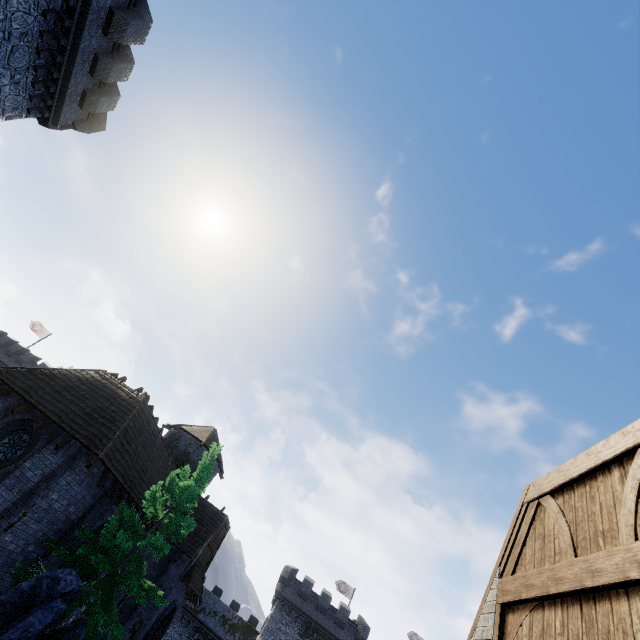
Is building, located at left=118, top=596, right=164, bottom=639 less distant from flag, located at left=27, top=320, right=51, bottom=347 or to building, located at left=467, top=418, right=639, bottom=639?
building, located at left=467, top=418, right=639, bottom=639

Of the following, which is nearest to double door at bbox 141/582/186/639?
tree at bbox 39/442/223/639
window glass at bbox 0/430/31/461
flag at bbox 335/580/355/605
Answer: tree at bbox 39/442/223/639

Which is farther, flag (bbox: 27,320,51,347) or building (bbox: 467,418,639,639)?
flag (bbox: 27,320,51,347)

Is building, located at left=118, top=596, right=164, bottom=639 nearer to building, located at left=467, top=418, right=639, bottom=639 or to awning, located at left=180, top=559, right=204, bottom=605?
awning, located at left=180, top=559, right=204, bottom=605

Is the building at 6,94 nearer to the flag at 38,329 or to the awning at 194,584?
the awning at 194,584

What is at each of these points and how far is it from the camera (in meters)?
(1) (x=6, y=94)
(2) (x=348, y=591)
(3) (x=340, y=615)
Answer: (1) building, 15.00
(2) flag, 47.12
(3) building, 37.66

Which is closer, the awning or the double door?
the double door

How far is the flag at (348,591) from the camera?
46.72m
